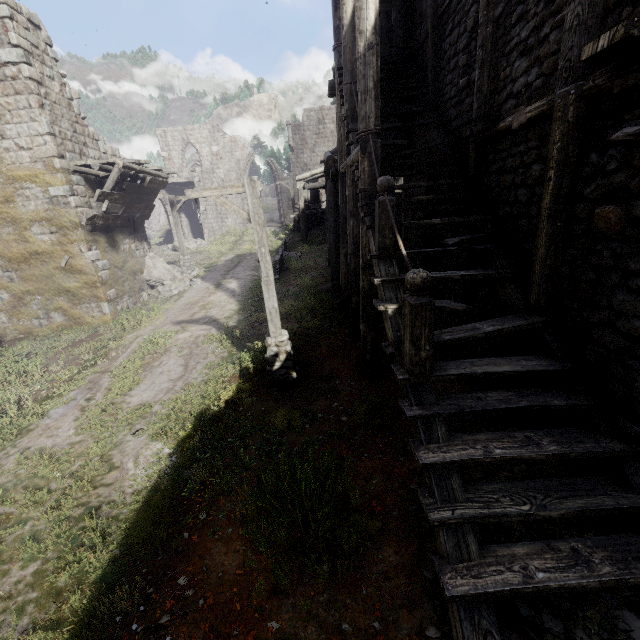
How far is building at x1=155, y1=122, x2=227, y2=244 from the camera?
30.1 meters

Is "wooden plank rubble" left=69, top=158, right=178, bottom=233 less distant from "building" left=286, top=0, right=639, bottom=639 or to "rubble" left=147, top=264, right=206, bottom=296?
"building" left=286, top=0, right=639, bottom=639

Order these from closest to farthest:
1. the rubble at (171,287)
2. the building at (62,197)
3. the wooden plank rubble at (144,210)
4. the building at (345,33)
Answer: the building at (345,33) < the building at (62,197) < the wooden plank rubble at (144,210) < the rubble at (171,287)

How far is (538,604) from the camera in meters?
3.2

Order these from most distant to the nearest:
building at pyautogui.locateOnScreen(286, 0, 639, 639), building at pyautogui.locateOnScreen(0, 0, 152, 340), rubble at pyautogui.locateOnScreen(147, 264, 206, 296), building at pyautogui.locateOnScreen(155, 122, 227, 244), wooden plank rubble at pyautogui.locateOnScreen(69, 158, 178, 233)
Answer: building at pyautogui.locateOnScreen(155, 122, 227, 244)
rubble at pyautogui.locateOnScreen(147, 264, 206, 296)
wooden plank rubble at pyautogui.locateOnScreen(69, 158, 178, 233)
building at pyautogui.locateOnScreen(0, 0, 152, 340)
building at pyautogui.locateOnScreen(286, 0, 639, 639)

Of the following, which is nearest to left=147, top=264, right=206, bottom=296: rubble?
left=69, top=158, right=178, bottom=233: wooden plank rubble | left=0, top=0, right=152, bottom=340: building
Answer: left=0, top=0, right=152, bottom=340: building

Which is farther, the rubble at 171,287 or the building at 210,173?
the building at 210,173
